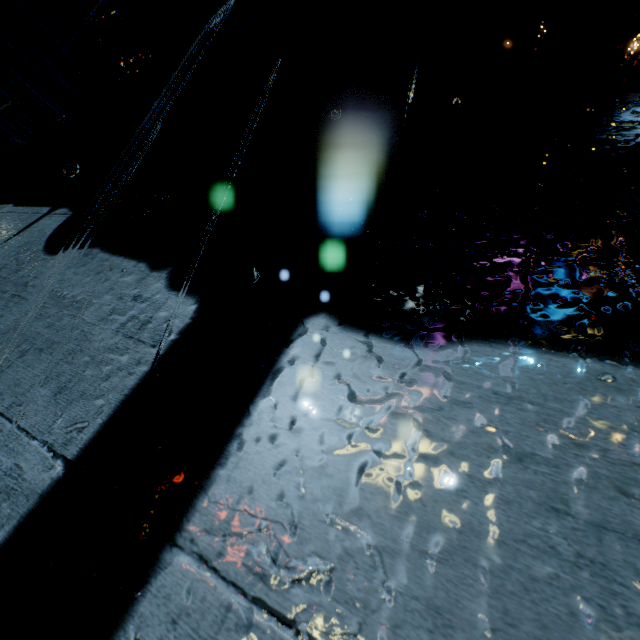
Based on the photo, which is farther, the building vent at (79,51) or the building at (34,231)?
the building vent at (79,51)

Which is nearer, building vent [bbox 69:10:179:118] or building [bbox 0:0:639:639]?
building [bbox 0:0:639:639]

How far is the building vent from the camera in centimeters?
199cm

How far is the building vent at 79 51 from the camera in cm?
199

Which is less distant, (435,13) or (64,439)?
(64,439)
